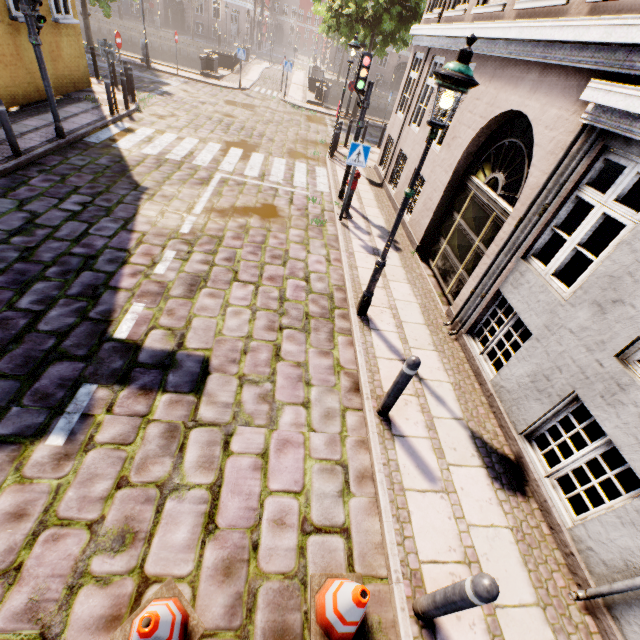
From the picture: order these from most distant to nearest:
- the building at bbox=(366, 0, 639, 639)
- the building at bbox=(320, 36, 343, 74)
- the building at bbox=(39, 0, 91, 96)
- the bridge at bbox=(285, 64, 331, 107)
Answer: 1. the building at bbox=(320, 36, 343, 74)
2. the bridge at bbox=(285, 64, 331, 107)
3. the building at bbox=(39, 0, 91, 96)
4. the building at bbox=(366, 0, 639, 639)

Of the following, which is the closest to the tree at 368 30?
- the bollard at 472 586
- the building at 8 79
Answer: the building at 8 79

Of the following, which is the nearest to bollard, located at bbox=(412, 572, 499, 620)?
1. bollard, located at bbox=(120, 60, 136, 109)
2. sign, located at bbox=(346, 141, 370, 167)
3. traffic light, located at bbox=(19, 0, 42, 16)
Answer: sign, located at bbox=(346, 141, 370, 167)

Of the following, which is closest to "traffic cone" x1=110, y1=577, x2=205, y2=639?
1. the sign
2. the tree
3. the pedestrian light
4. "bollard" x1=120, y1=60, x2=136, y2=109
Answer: the sign

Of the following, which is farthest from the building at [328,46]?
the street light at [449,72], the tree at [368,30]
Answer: the street light at [449,72]

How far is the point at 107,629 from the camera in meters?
2.5 m

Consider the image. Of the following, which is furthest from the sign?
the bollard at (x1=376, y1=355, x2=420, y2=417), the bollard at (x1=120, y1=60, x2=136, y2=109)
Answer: the bollard at (x1=120, y1=60, x2=136, y2=109)

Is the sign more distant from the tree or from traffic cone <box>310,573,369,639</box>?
the tree
